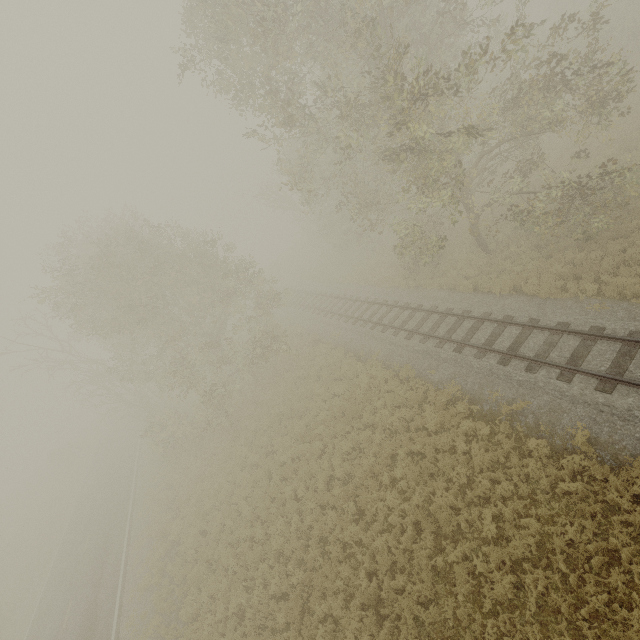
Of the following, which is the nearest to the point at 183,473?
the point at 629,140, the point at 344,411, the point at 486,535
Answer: the point at 344,411
